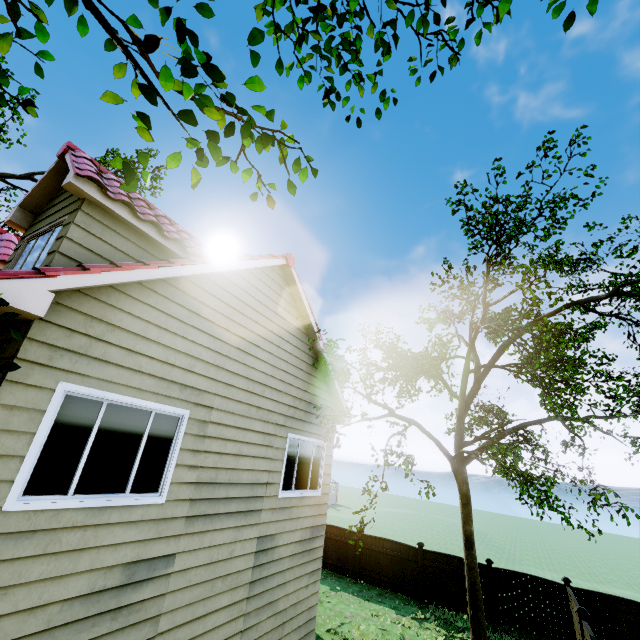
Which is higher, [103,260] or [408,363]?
[408,363]

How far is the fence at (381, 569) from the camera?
13.9 meters

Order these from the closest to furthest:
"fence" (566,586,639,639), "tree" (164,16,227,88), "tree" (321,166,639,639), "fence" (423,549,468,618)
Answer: "tree" (164,16,227,88) < "tree" (321,166,639,639) < "fence" (566,586,639,639) < "fence" (423,549,468,618)

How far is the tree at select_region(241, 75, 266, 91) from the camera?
2.4 meters

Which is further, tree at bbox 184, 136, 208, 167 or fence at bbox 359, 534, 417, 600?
fence at bbox 359, 534, 417, 600

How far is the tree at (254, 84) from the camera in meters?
2.4
